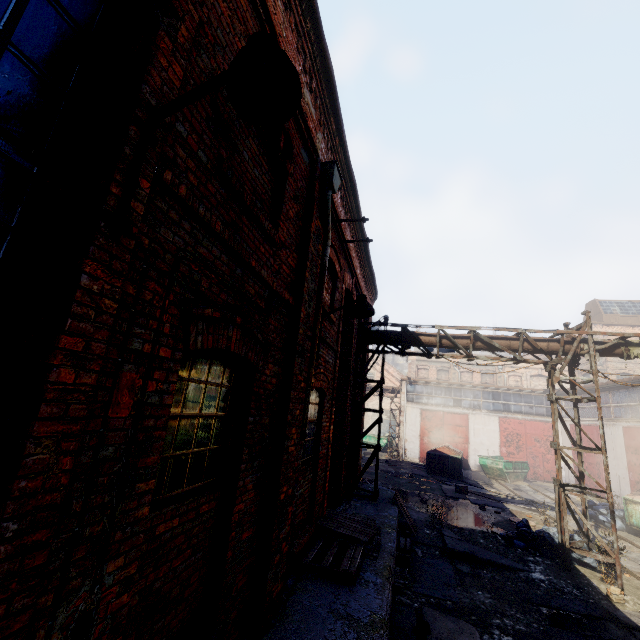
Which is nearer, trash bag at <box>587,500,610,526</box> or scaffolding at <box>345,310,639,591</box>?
scaffolding at <box>345,310,639,591</box>

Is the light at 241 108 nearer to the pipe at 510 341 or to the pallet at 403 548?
the pipe at 510 341

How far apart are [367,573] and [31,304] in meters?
6.1

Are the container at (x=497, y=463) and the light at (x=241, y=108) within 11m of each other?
no

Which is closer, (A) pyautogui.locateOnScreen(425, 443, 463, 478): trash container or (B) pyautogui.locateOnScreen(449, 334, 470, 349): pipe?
(B) pyautogui.locateOnScreen(449, 334, 470, 349): pipe

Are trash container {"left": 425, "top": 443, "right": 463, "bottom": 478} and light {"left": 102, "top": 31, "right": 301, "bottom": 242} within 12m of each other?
no

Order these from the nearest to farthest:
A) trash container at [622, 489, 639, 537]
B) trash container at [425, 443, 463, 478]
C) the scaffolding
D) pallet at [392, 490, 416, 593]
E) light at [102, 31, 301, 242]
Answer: light at [102, 31, 301, 242] < pallet at [392, 490, 416, 593] < the scaffolding < trash container at [622, 489, 639, 537] < trash container at [425, 443, 463, 478]

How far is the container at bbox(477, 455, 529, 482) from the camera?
21.19m
